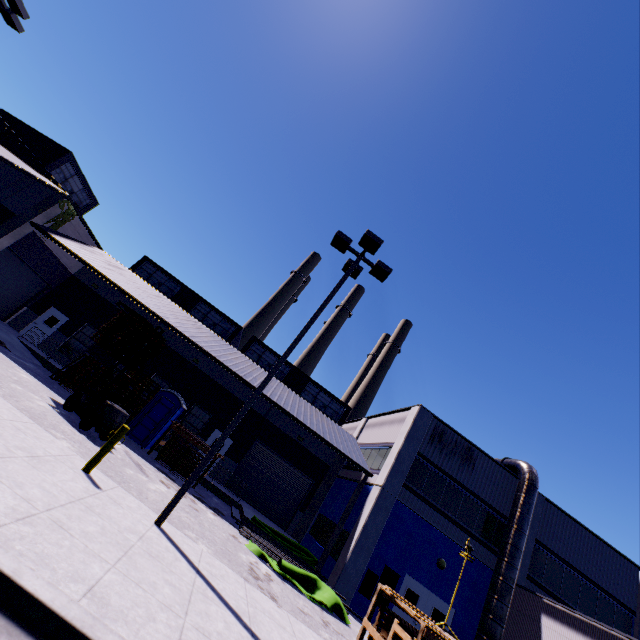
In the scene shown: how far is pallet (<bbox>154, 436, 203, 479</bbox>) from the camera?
15.63m

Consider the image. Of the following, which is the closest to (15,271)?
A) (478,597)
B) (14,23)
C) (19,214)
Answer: (19,214)

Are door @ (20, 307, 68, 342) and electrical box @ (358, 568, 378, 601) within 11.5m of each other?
no

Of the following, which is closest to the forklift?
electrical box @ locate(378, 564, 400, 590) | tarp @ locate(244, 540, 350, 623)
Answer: tarp @ locate(244, 540, 350, 623)

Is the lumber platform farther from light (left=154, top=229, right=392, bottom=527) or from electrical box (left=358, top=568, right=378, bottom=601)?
light (left=154, top=229, right=392, bottom=527)

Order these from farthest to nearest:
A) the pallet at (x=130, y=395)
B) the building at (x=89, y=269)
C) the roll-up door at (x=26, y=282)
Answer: the roll-up door at (x=26, y=282) < the building at (x=89, y=269) < the pallet at (x=130, y=395)

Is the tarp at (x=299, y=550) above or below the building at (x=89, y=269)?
below

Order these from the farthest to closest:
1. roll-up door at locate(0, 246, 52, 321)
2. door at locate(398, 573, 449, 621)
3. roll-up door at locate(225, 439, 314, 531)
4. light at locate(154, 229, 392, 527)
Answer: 1. roll-up door at locate(225, 439, 314, 531)
2. roll-up door at locate(0, 246, 52, 321)
3. door at locate(398, 573, 449, 621)
4. light at locate(154, 229, 392, 527)
